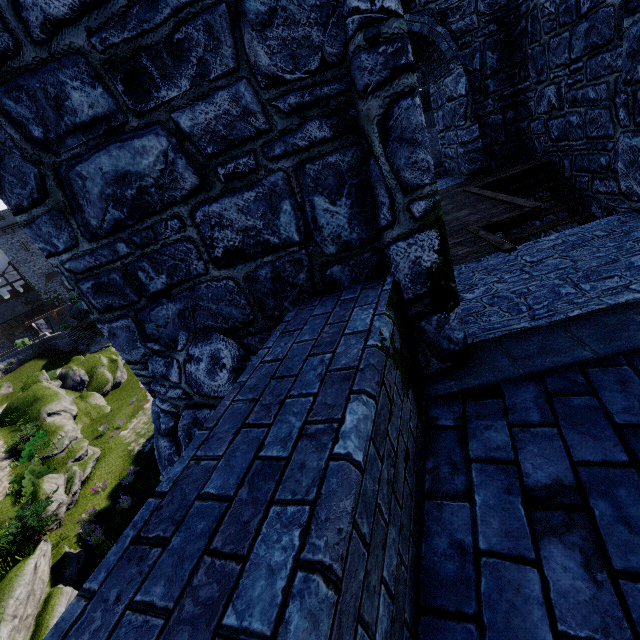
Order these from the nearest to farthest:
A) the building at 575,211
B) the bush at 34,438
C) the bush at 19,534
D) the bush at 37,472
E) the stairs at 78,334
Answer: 1. the building at 575,211
2. the bush at 19,534
3. the bush at 37,472
4. the bush at 34,438
5. the stairs at 78,334

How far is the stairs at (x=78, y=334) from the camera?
39.00m

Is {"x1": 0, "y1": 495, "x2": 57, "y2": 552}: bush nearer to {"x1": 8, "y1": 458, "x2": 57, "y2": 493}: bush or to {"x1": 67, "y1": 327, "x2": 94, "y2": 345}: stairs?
{"x1": 8, "y1": 458, "x2": 57, "y2": 493}: bush

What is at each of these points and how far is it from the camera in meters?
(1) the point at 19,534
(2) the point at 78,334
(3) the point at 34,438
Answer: (1) bush, 13.4 m
(2) stairs, 40.0 m
(3) bush, 20.0 m

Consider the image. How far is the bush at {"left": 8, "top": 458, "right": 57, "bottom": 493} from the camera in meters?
16.9

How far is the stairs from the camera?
39.0m

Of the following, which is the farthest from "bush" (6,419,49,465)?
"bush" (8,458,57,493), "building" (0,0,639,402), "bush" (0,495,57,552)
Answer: "building" (0,0,639,402)

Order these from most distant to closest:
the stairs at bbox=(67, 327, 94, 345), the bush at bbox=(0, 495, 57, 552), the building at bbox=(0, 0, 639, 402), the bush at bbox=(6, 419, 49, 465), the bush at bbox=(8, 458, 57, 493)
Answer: the stairs at bbox=(67, 327, 94, 345), the bush at bbox=(6, 419, 49, 465), the bush at bbox=(8, 458, 57, 493), the bush at bbox=(0, 495, 57, 552), the building at bbox=(0, 0, 639, 402)
